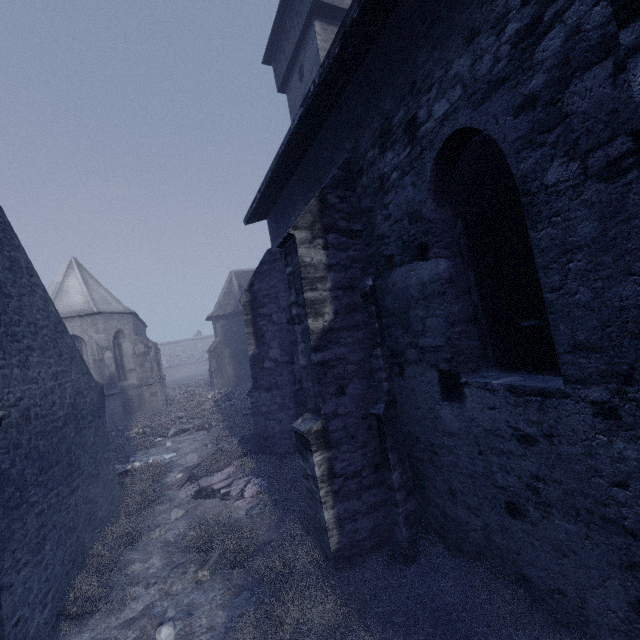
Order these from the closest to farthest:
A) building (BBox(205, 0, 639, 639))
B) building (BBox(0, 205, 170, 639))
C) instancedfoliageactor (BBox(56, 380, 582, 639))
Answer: building (BBox(205, 0, 639, 639)) < instancedfoliageactor (BBox(56, 380, 582, 639)) < building (BBox(0, 205, 170, 639))

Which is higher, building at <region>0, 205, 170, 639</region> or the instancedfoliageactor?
building at <region>0, 205, 170, 639</region>

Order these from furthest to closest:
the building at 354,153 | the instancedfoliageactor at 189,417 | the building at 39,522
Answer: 1. the building at 39,522
2. the instancedfoliageactor at 189,417
3. the building at 354,153

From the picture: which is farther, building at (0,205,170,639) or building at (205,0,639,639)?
building at (0,205,170,639)

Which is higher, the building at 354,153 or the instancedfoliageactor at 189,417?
the building at 354,153

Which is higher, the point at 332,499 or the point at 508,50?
the point at 508,50

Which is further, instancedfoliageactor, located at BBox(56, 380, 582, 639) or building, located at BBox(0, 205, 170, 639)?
building, located at BBox(0, 205, 170, 639)
